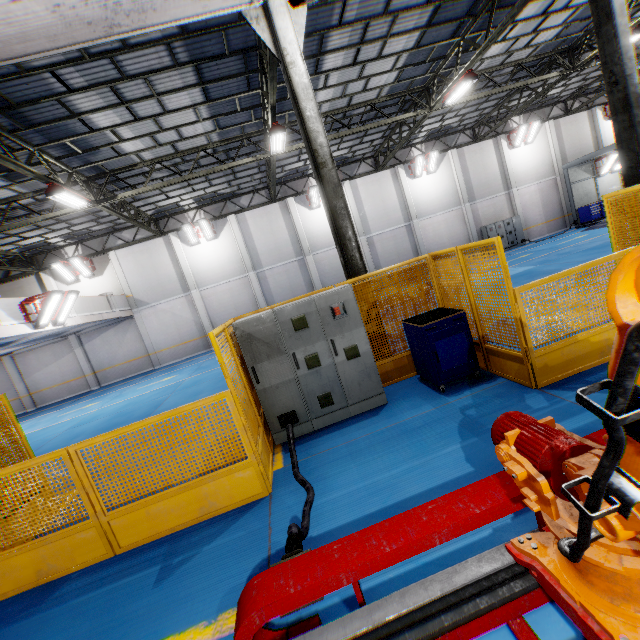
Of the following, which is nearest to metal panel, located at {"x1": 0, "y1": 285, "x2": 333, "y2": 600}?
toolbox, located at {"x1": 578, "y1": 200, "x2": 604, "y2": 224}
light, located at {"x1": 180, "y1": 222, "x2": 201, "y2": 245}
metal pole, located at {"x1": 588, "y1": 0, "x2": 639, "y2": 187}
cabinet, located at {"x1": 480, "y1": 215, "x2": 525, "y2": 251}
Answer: metal pole, located at {"x1": 588, "y1": 0, "x2": 639, "y2": 187}

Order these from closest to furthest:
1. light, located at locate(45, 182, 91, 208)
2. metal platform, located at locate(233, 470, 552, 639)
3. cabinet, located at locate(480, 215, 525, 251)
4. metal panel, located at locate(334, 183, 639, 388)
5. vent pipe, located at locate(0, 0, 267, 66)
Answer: vent pipe, located at locate(0, 0, 267, 66), metal platform, located at locate(233, 470, 552, 639), metal panel, located at locate(334, 183, 639, 388), light, located at locate(45, 182, 91, 208), cabinet, located at locate(480, 215, 525, 251)

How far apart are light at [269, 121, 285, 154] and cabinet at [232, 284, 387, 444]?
8.1m

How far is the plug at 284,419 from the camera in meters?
5.1

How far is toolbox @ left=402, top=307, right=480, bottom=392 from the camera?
5.3 meters

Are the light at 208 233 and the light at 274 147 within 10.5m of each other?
yes

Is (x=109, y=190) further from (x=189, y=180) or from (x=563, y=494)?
(x=563, y=494)

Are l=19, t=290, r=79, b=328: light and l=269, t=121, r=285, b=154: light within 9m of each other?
no
